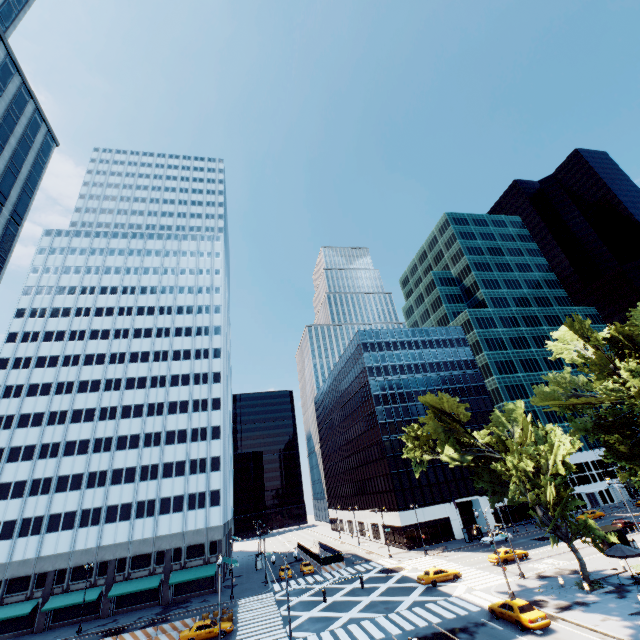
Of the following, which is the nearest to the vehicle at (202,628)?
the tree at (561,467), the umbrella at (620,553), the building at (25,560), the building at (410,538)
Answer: the building at (25,560)

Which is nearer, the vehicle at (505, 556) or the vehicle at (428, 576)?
the vehicle at (428, 576)

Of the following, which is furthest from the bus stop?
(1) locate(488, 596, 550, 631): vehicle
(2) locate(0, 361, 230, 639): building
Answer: (2) locate(0, 361, 230, 639): building

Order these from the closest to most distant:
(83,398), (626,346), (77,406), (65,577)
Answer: (626,346)
(65,577)
(77,406)
(83,398)

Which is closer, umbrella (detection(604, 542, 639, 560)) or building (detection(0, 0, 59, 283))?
umbrella (detection(604, 542, 639, 560))

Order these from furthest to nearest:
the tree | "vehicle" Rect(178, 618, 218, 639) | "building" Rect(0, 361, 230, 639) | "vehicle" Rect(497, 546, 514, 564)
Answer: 1. "building" Rect(0, 361, 230, 639)
2. "vehicle" Rect(497, 546, 514, 564)
3. "vehicle" Rect(178, 618, 218, 639)
4. the tree

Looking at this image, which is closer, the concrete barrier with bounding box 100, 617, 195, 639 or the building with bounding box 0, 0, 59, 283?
the concrete barrier with bounding box 100, 617, 195, 639

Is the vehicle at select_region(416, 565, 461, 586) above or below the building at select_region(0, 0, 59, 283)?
below
